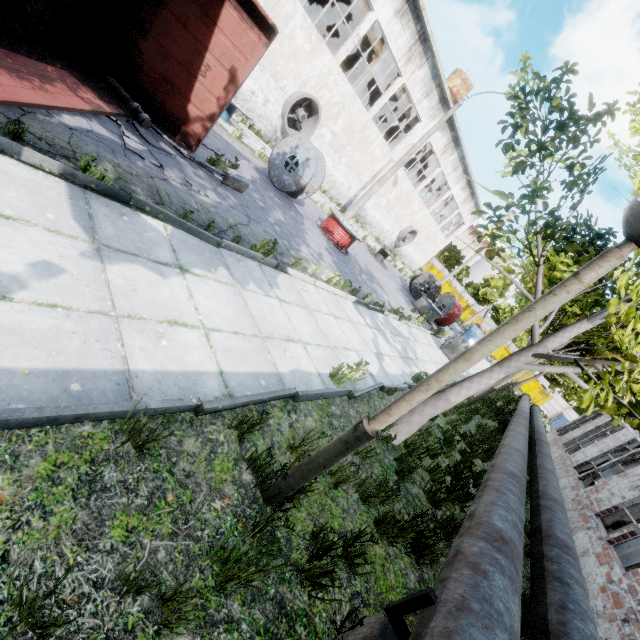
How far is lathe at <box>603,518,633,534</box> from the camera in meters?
12.6 m

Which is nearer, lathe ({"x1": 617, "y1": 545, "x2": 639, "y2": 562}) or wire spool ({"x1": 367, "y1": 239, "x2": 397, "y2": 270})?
lathe ({"x1": 617, "y1": 545, "x2": 639, "y2": 562})

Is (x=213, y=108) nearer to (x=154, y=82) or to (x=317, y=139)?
(x=154, y=82)

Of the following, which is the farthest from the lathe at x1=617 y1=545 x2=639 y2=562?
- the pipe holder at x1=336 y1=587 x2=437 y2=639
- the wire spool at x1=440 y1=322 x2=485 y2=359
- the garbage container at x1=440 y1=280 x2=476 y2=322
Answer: the garbage container at x1=440 y1=280 x2=476 y2=322

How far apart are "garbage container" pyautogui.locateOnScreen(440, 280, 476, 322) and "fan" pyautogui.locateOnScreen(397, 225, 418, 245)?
21.67m

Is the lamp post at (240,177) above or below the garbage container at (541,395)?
below

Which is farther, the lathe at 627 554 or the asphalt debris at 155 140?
the lathe at 627 554

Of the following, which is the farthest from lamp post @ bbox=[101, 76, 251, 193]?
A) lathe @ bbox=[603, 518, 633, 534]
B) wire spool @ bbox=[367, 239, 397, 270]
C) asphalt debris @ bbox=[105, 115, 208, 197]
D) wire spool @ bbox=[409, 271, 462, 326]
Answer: lathe @ bbox=[603, 518, 633, 534]
